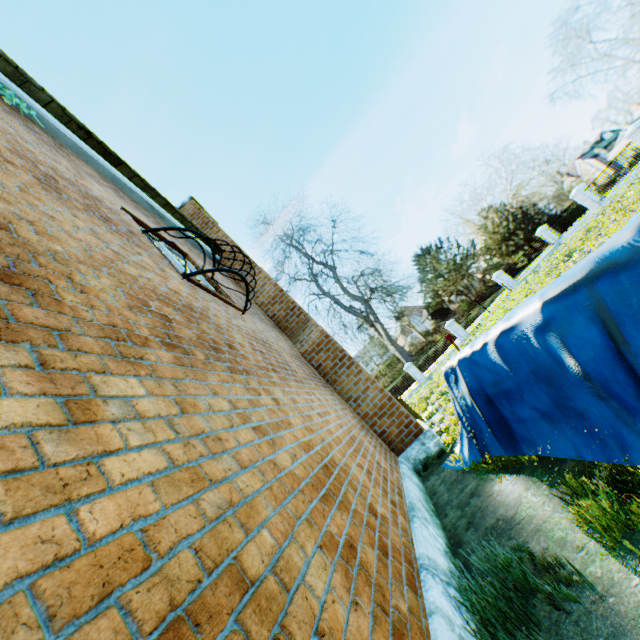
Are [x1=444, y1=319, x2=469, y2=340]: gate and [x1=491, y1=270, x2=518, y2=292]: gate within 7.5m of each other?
yes

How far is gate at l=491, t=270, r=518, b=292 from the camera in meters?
27.5

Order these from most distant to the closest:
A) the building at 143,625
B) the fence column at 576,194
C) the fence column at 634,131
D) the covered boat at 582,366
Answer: the fence column at 576,194, the fence column at 634,131, the covered boat at 582,366, the building at 143,625

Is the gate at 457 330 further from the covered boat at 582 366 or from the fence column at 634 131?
the covered boat at 582 366

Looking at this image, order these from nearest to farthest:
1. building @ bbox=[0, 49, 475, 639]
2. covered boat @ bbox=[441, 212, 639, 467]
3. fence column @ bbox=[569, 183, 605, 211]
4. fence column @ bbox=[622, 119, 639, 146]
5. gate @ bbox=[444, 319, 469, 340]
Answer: building @ bbox=[0, 49, 475, 639]
covered boat @ bbox=[441, 212, 639, 467]
fence column @ bbox=[622, 119, 639, 146]
fence column @ bbox=[569, 183, 605, 211]
gate @ bbox=[444, 319, 469, 340]

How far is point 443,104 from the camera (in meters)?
59.22

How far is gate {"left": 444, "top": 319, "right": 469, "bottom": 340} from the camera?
27.3 meters

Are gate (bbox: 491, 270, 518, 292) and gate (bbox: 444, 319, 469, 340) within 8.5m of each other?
yes
